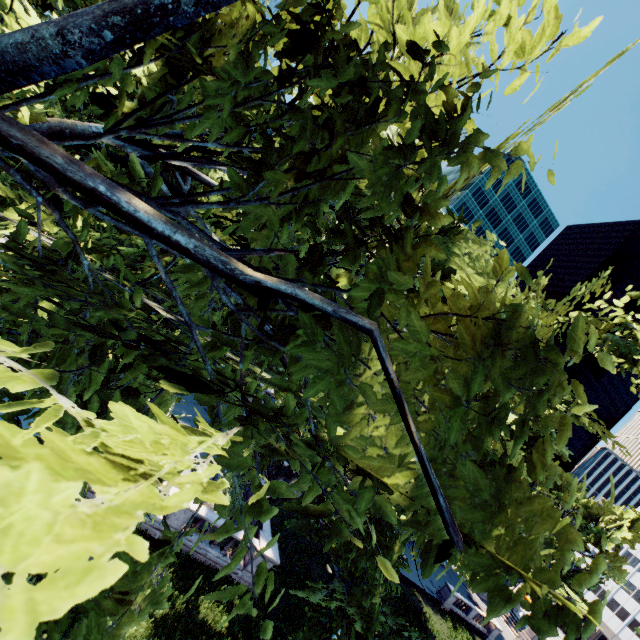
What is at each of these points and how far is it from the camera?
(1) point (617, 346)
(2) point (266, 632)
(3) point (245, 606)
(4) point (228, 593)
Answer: (1) tree, 7.67m
(2) tree, 2.10m
(3) tree, 2.12m
(4) tree, 2.13m

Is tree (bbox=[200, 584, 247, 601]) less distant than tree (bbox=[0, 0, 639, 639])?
No

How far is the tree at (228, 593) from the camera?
2.1m

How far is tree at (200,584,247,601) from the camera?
2.1 meters
